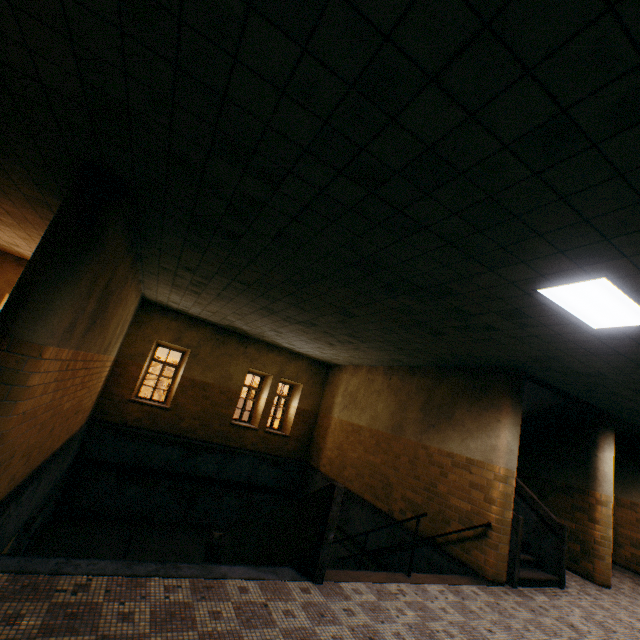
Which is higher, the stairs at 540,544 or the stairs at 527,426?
the stairs at 527,426

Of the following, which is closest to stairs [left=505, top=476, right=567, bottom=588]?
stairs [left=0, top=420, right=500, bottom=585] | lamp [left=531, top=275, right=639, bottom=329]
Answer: stairs [left=0, top=420, right=500, bottom=585]

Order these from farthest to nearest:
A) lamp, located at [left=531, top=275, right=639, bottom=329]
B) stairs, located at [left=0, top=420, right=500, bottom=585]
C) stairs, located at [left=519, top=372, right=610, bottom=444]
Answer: stairs, located at [left=519, top=372, right=610, bottom=444], stairs, located at [left=0, top=420, right=500, bottom=585], lamp, located at [left=531, top=275, right=639, bottom=329]

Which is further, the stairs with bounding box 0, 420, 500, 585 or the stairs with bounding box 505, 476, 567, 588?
the stairs with bounding box 505, 476, 567, 588

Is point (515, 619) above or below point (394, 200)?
below

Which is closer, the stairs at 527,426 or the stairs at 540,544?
the stairs at 540,544

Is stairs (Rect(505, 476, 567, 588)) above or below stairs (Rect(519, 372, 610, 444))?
below
